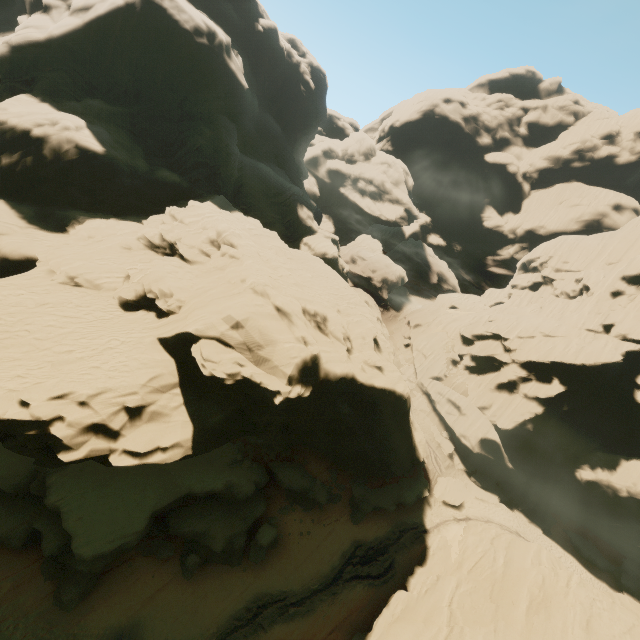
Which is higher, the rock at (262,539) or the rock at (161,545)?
the rock at (262,539)

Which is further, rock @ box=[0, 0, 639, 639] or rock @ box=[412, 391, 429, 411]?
rock @ box=[412, 391, 429, 411]

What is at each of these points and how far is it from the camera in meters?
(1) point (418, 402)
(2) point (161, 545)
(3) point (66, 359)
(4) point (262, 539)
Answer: (1) rock, 45.9
(2) rock, 23.8
(3) rock, 14.9
(4) rock, 25.5

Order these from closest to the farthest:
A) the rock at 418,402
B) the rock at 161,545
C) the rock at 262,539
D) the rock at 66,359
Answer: the rock at 66,359
the rock at 161,545
the rock at 262,539
the rock at 418,402

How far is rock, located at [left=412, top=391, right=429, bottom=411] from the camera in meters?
45.3 m

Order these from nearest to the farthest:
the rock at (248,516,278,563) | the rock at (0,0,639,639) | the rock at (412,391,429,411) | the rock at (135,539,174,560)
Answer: the rock at (0,0,639,639) < the rock at (135,539,174,560) < the rock at (248,516,278,563) < the rock at (412,391,429,411)
